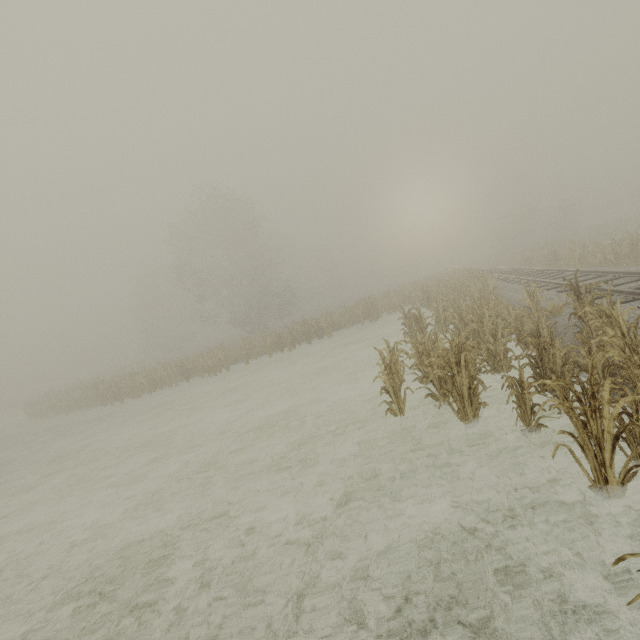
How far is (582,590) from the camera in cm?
324
